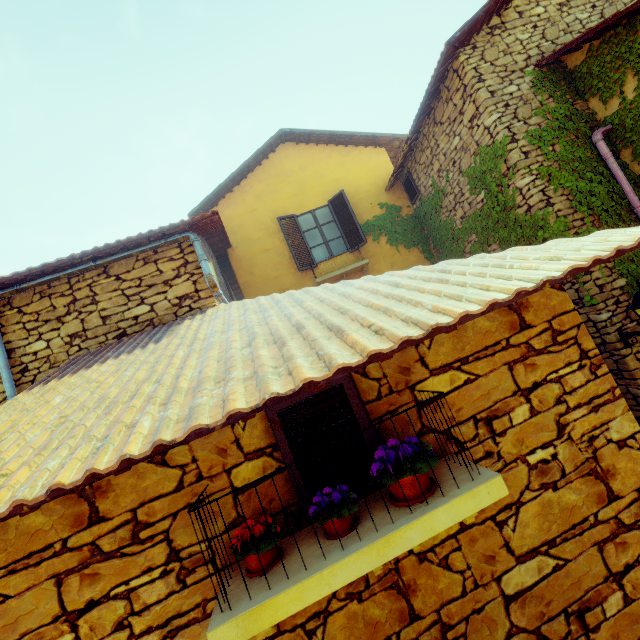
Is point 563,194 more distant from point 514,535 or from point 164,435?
point 164,435

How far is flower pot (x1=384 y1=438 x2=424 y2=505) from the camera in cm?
167

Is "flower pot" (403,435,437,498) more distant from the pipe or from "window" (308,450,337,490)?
the pipe

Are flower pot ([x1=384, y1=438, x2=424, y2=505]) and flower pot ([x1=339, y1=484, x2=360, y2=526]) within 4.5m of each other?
yes

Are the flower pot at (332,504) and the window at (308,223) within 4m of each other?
no

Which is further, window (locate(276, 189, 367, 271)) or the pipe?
window (locate(276, 189, 367, 271))

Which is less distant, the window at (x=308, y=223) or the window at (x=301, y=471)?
the window at (x=301, y=471)

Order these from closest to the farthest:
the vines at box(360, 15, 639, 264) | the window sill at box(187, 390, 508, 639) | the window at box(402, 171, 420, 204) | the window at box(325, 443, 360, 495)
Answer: the window sill at box(187, 390, 508, 639) < the window at box(325, 443, 360, 495) < the vines at box(360, 15, 639, 264) < the window at box(402, 171, 420, 204)
